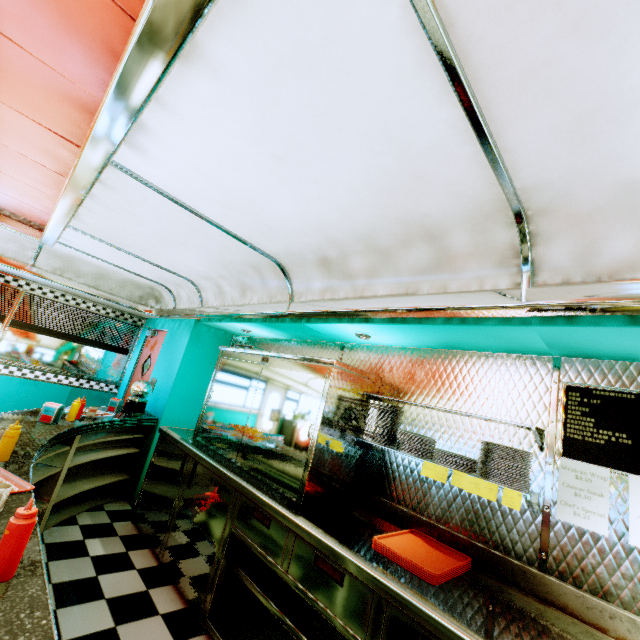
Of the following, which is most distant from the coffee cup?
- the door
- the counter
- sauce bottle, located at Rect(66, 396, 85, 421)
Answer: the door

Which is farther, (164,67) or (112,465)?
(112,465)

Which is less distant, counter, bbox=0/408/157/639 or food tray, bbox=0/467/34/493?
counter, bbox=0/408/157/639

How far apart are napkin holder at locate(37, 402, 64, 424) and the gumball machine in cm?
135

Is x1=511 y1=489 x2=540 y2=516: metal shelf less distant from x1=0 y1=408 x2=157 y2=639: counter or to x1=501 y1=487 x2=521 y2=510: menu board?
x1=501 y1=487 x2=521 y2=510: menu board

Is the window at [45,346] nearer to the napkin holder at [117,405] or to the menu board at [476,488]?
the napkin holder at [117,405]

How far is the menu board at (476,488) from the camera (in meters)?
2.01

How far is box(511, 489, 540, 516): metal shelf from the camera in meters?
1.9 m
